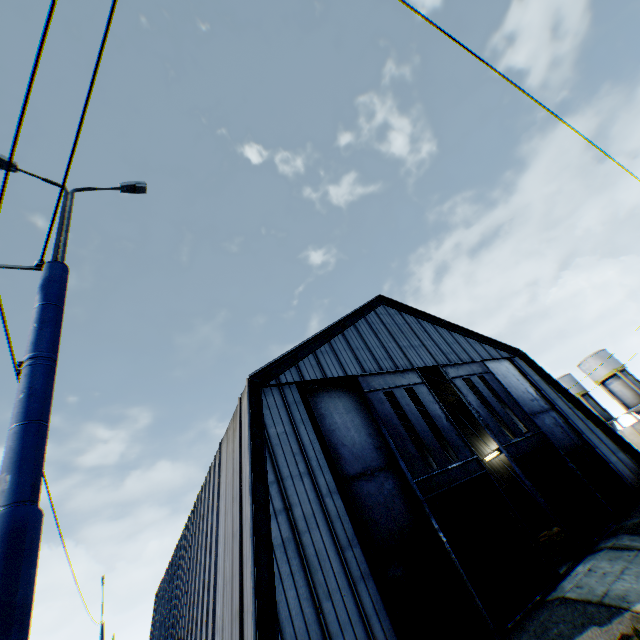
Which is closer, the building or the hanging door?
the building

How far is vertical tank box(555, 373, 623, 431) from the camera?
43.7m

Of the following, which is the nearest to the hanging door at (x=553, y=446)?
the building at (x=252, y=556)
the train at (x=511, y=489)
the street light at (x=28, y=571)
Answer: the building at (x=252, y=556)

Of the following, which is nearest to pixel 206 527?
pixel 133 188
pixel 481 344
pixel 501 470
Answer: pixel 133 188

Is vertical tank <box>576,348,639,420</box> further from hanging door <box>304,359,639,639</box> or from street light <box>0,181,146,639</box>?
street light <box>0,181,146,639</box>

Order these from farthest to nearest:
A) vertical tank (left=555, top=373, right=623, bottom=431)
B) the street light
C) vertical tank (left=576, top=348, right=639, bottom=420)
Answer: vertical tank (left=555, top=373, right=623, bottom=431) < vertical tank (left=576, top=348, right=639, bottom=420) < the street light

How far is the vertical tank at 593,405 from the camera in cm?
4374

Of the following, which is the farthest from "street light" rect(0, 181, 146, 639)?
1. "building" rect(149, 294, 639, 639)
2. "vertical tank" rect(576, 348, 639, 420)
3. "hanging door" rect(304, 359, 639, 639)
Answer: "vertical tank" rect(576, 348, 639, 420)
